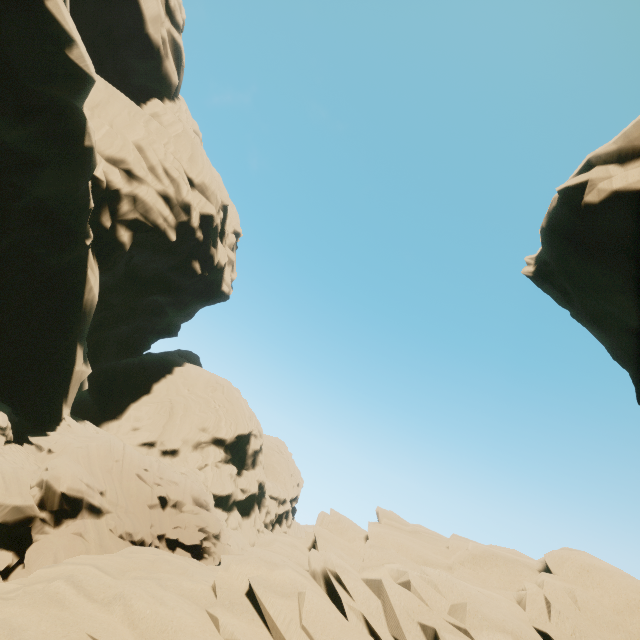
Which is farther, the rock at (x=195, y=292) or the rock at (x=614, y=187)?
the rock at (x=614, y=187)

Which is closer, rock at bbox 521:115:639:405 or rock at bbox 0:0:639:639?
rock at bbox 0:0:639:639

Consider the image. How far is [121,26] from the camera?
30.5m
